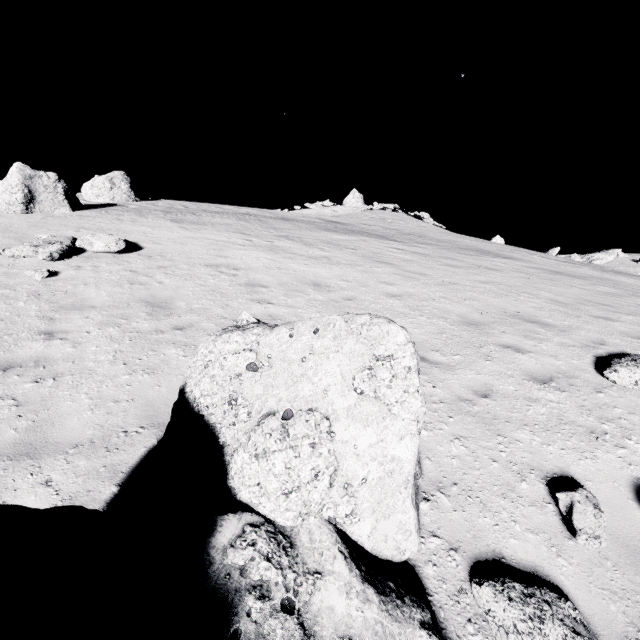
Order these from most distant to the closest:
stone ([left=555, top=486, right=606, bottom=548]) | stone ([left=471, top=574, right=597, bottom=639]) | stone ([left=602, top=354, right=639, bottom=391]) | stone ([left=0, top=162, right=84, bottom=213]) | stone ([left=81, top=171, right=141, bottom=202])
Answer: stone ([left=81, top=171, right=141, bottom=202]) → stone ([left=0, top=162, right=84, bottom=213]) → stone ([left=602, top=354, right=639, bottom=391]) → stone ([left=555, top=486, right=606, bottom=548]) → stone ([left=471, top=574, right=597, bottom=639])

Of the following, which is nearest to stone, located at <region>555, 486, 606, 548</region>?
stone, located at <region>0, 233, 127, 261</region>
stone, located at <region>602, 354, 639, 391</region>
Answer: stone, located at <region>602, 354, 639, 391</region>

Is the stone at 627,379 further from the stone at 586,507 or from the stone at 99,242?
the stone at 99,242

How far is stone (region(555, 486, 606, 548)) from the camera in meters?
3.2 m

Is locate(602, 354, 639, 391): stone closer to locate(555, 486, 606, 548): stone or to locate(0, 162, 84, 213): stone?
locate(555, 486, 606, 548): stone

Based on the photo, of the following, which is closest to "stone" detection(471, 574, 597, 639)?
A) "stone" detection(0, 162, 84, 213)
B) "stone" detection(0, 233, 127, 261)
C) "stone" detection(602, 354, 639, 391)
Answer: "stone" detection(602, 354, 639, 391)

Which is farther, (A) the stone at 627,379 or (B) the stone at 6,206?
(B) the stone at 6,206

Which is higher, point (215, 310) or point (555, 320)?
point (555, 320)
